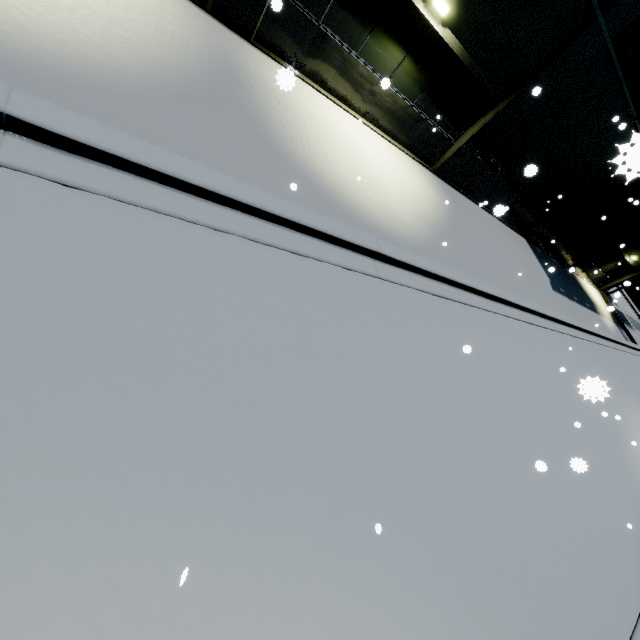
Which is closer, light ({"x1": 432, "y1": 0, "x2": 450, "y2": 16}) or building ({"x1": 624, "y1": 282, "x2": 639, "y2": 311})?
light ({"x1": 432, "y1": 0, "x2": 450, "y2": 16})

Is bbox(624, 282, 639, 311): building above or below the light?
below

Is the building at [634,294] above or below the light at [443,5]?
below

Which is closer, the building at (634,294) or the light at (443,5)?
the light at (443,5)

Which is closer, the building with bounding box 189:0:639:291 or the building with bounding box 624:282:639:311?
the building with bounding box 189:0:639:291

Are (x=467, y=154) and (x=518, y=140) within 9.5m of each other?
yes
